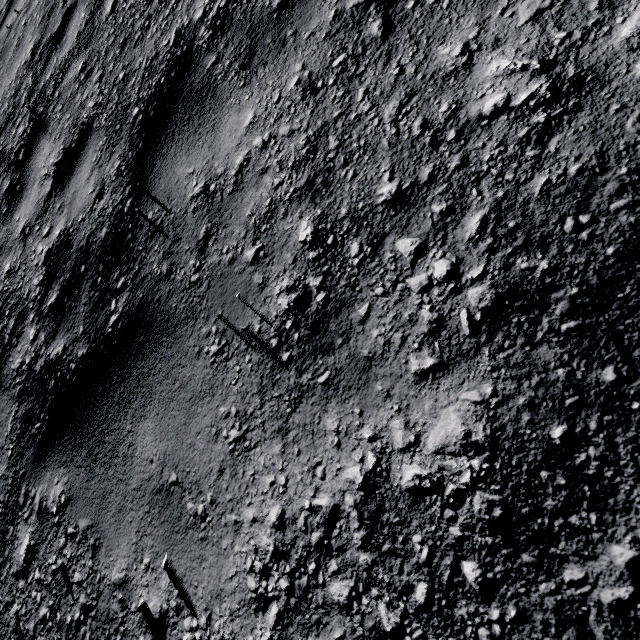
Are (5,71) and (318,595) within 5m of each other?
no
